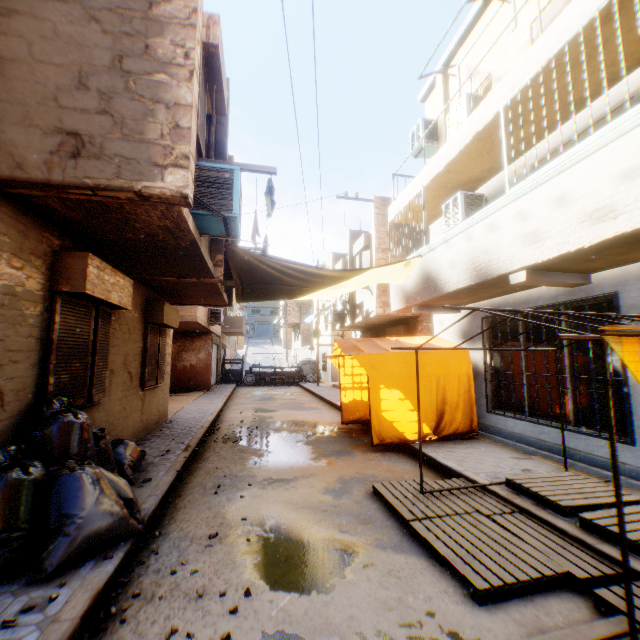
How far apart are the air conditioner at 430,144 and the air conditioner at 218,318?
11.0 meters

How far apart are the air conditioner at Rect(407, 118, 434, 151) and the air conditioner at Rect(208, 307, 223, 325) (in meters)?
10.98

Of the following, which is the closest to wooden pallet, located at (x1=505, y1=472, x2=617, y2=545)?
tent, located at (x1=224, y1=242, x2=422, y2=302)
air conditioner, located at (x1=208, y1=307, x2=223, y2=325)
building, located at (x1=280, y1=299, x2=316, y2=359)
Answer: tent, located at (x1=224, y1=242, x2=422, y2=302)

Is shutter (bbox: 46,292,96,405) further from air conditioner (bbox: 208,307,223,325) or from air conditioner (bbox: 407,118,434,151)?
air conditioner (bbox: 208,307,223,325)

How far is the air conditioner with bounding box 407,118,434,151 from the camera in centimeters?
1007cm

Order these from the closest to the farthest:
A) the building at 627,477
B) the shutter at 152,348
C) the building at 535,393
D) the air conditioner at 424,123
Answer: the building at 627,477, the building at 535,393, the shutter at 152,348, the air conditioner at 424,123

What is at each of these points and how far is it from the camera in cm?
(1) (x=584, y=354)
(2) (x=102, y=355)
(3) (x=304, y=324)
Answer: (1) building, 587
(2) shutter, 529
(3) building, 4412

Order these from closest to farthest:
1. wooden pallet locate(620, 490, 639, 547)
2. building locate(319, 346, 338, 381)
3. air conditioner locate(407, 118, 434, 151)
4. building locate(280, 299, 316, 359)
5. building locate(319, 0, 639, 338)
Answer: wooden pallet locate(620, 490, 639, 547)
building locate(319, 0, 639, 338)
air conditioner locate(407, 118, 434, 151)
building locate(319, 346, 338, 381)
building locate(280, 299, 316, 359)
